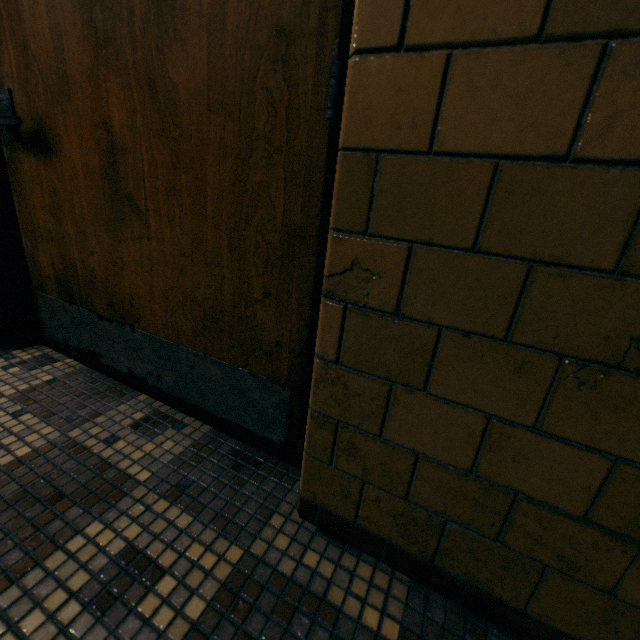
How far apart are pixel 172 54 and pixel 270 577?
1.4 meters
